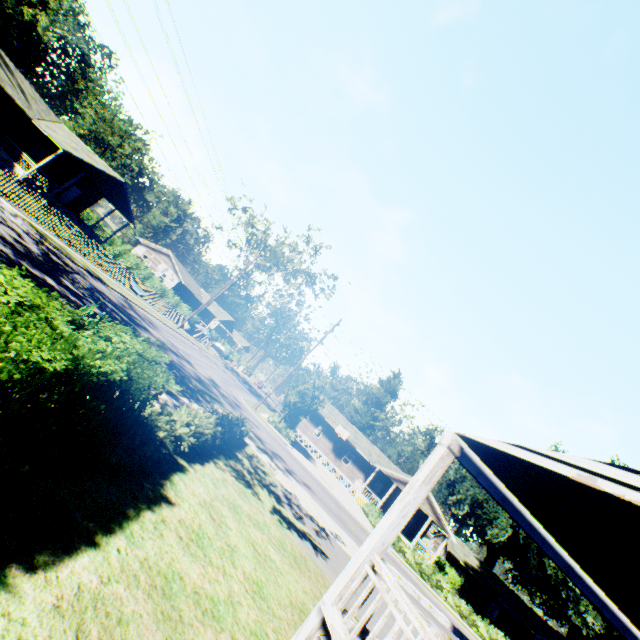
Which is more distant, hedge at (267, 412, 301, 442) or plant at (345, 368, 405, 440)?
plant at (345, 368, 405, 440)

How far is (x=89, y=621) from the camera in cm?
307

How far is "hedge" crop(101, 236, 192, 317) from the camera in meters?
39.8

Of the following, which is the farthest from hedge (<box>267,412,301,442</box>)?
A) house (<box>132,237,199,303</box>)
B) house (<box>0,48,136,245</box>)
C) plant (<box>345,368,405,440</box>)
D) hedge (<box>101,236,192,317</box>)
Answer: house (<box>0,48,136,245</box>)

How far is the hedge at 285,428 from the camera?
29.8 meters

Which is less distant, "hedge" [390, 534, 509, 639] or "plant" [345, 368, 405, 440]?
"hedge" [390, 534, 509, 639]

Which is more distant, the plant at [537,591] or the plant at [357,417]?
the plant at [357,417]

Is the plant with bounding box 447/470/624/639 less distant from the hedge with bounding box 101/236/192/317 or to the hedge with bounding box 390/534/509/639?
the hedge with bounding box 390/534/509/639
